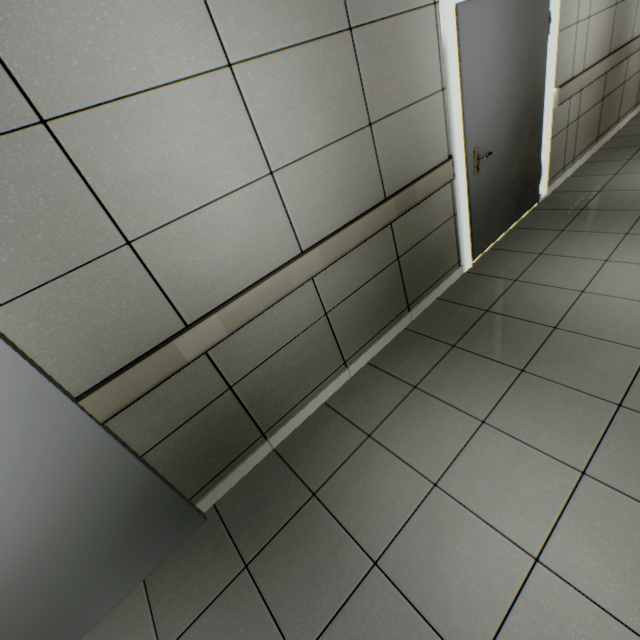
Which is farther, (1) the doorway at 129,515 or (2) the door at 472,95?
(2) the door at 472,95

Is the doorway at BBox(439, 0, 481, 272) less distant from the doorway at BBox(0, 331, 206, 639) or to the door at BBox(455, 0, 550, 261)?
the door at BBox(455, 0, 550, 261)

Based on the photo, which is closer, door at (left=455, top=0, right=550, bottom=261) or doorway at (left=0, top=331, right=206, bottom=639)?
doorway at (left=0, top=331, right=206, bottom=639)

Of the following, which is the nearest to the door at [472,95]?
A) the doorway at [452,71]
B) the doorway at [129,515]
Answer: the doorway at [452,71]

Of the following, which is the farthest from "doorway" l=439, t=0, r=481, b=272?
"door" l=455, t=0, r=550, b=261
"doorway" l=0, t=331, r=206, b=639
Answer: "doorway" l=0, t=331, r=206, b=639

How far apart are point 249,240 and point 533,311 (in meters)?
2.26
